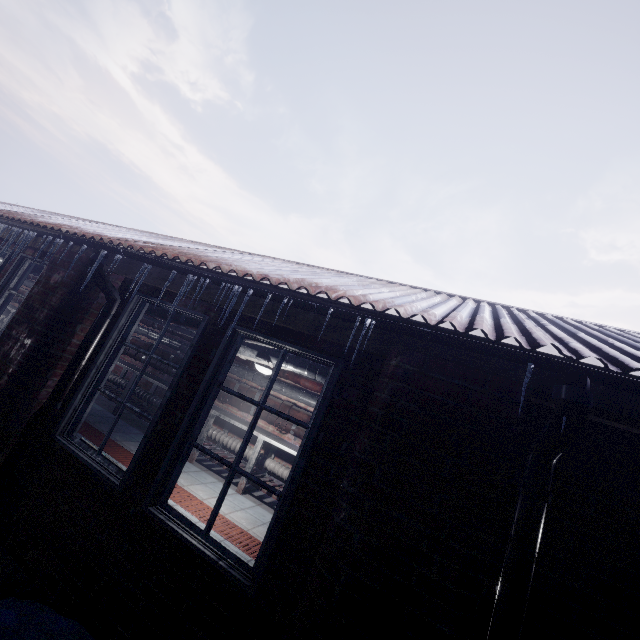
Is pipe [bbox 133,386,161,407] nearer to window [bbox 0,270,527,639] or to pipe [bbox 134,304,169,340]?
pipe [bbox 134,304,169,340]

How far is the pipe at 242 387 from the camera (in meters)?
5.53

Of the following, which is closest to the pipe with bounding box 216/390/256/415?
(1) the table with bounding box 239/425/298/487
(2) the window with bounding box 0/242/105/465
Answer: (1) the table with bounding box 239/425/298/487

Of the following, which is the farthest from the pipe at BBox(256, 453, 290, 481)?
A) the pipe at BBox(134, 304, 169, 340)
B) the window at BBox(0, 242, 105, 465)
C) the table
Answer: the window at BBox(0, 242, 105, 465)

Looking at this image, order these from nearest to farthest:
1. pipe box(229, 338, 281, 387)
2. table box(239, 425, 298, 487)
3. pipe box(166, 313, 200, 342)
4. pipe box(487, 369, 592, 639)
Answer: pipe box(487, 369, 592, 639)
pipe box(166, 313, 200, 342)
pipe box(229, 338, 281, 387)
table box(239, 425, 298, 487)

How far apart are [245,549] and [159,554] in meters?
1.6 m

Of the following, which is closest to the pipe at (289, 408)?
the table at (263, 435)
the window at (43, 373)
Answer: the table at (263, 435)

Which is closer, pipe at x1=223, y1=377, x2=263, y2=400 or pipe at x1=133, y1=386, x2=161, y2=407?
pipe at x1=223, y1=377, x2=263, y2=400
